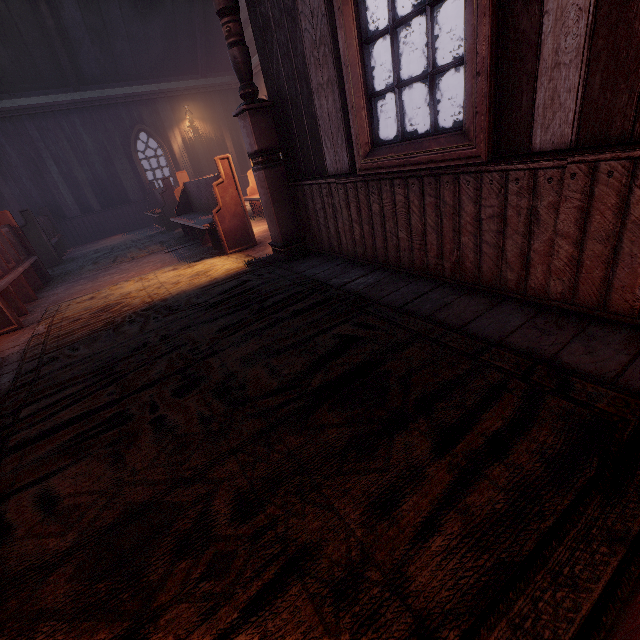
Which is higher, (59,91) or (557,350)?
(59,91)

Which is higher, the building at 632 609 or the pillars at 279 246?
the pillars at 279 246

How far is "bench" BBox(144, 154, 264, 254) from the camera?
4.6 meters

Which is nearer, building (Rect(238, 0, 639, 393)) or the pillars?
building (Rect(238, 0, 639, 393))

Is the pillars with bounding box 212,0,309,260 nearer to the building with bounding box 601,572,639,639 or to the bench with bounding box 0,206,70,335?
the building with bounding box 601,572,639,639

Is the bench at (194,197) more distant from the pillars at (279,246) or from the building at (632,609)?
the pillars at (279,246)

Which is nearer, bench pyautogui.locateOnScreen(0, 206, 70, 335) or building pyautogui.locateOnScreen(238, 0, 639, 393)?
building pyautogui.locateOnScreen(238, 0, 639, 393)

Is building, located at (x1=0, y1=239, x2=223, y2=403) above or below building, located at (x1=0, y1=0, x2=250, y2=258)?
below
